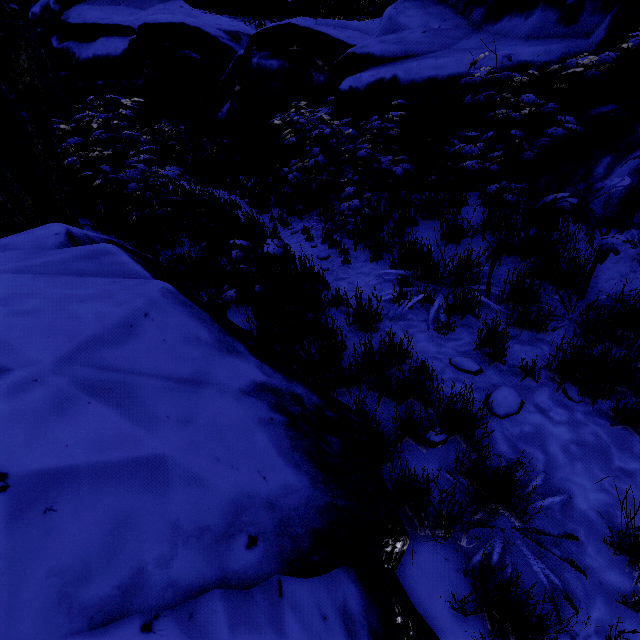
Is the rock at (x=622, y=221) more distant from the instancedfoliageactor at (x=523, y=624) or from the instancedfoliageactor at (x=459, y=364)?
the instancedfoliageactor at (x=459, y=364)

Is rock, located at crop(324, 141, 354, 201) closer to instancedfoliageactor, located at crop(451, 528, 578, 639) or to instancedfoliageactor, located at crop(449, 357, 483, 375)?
instancedfoliageactor, located at crop(451, 528, 578, 639)

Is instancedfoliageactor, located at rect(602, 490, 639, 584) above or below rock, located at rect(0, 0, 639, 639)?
below

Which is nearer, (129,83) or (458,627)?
(458,627)

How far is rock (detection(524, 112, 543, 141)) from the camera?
4.1m

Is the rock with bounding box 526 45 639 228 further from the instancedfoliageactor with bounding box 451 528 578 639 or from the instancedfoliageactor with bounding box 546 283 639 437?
the instancedfoliageactor with bounding box 546 283 639 437

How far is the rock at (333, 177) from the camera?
5.9 meters

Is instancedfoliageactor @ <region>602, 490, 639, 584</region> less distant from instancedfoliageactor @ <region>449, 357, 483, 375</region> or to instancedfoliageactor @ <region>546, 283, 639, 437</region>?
instancedfoliageactor @ <region>546, 283, 639, 437</region>
